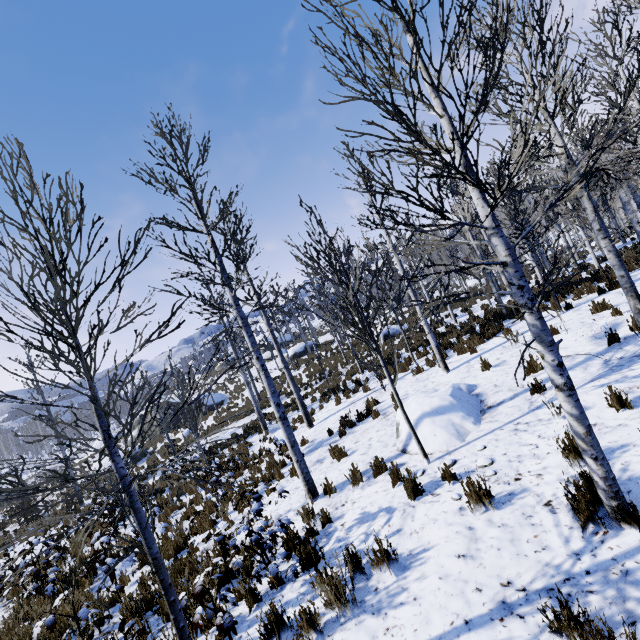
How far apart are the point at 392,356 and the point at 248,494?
11.81m

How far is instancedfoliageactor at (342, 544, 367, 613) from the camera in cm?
342

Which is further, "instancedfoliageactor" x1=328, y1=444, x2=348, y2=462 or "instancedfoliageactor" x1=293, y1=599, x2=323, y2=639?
"instancedfoliageactor" x1=328, y1=444, x2=348, y2=462

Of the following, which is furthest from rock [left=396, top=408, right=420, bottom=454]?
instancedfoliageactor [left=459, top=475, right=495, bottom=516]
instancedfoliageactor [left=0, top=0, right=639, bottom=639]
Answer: instancedfoliageactor [left=459, top=475, right=495, bottom=516]

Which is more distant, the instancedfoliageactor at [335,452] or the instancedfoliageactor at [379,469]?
the instancedfoliageactor at [335,452]

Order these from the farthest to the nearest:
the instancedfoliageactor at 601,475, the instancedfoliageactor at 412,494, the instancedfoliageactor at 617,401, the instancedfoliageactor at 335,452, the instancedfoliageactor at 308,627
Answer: the instancedfoliageactor at 335,452
the instancedfoliageactor at 412,494
the instancedfoliageactor at 617,401
the instancedfoliageactor at 308,627
the instancedfoliageactor at 601,475

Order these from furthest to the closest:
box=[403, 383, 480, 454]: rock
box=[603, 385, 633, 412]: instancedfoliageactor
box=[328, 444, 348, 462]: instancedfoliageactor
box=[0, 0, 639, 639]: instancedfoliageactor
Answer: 1. box=[328, 444, 348, 462]: instancedfoliageactor
2. box=[403, 383, 480, 454]: rock
3. box=[603, 385, 633, 412]: instancedfoliageactor
4. box=[0, 0, 639, 639]: instancedfoliageactor

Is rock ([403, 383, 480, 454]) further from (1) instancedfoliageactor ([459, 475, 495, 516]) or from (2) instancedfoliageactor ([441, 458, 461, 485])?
(1) instancedfoliageactor ([459, 475, 495, 516])
